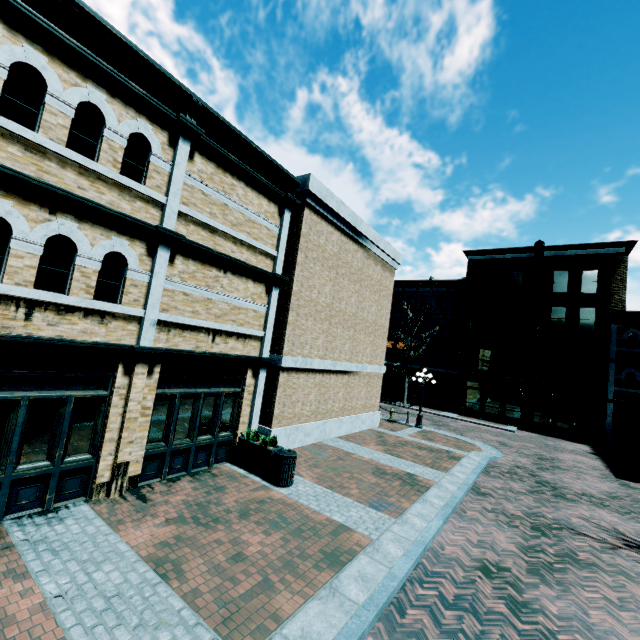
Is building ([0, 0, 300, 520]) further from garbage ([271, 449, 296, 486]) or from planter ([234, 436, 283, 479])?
garbage ([271, 449, 296, 486])

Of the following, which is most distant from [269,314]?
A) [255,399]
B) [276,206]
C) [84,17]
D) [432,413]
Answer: [432,413]

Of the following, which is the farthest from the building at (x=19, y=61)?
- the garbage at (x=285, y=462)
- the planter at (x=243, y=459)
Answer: the garbage at (x=285, y=462)

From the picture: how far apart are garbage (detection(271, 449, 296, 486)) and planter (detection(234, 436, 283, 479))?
0.05m

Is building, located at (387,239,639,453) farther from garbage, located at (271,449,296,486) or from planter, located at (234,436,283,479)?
planter, located at (234,436,283,479)

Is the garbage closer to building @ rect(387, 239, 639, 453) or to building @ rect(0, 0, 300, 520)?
building @ rect(0, 0, 300, 520)

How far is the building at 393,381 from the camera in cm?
3638

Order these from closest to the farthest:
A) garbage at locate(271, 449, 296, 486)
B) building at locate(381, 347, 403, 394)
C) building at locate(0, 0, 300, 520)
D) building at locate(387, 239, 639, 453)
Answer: building at locate(0, 0, 300, 520)
garbage at locate(271, 449, 296, 486)
building at locate(387, 239, 639, 453)
building at locate(381, 347, 403, 394)
